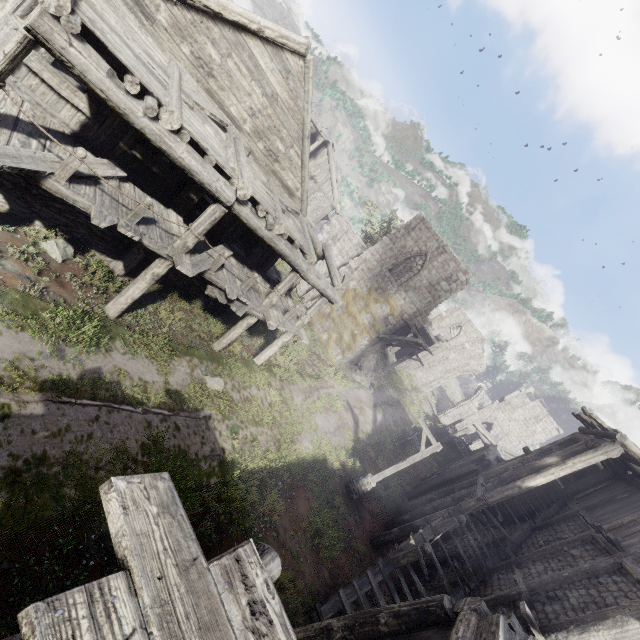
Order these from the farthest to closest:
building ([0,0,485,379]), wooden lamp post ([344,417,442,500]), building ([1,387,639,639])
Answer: wooden lamp post ([344,417,442,500]), building ([0,0,485,379]), building ([1,387,639,639])

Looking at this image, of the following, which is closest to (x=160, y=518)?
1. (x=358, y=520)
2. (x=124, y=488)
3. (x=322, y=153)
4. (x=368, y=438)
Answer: (x=124, y=488)

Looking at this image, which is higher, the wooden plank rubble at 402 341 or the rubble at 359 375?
the wooden plank rubble at 402 341

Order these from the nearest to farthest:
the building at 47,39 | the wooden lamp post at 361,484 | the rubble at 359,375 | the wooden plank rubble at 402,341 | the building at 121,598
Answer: the building at 121,598
the building at 47,39
the wooden lamp post at 361,484
the wooden plank rubble at 402,341
the rubble at 359,375

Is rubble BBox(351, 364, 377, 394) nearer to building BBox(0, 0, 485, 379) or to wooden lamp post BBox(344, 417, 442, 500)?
building BBox(0, 0, 485, 379)

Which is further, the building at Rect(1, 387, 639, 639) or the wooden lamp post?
the wooden lamp post

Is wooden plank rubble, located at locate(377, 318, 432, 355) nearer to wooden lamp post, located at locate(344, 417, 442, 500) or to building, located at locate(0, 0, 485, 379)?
building, located at locate(0, 0, 485, 379)

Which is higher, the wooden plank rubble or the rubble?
the wooden plank rubble
